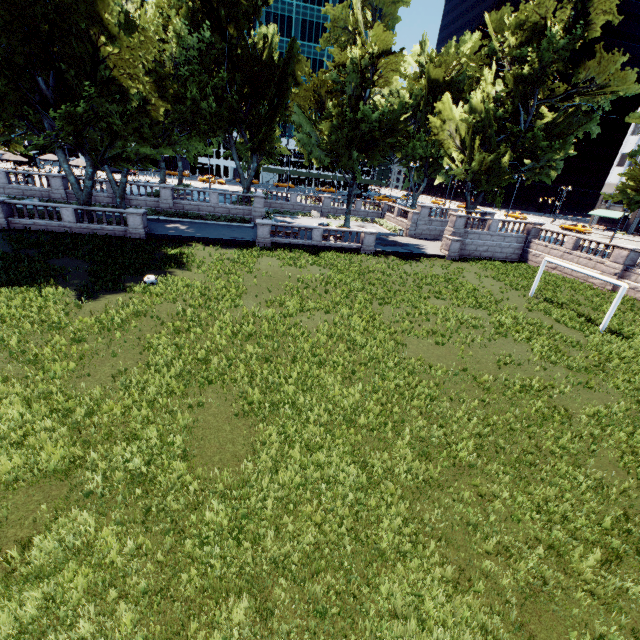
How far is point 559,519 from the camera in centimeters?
762cm

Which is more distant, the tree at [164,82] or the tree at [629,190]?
the tree at [629,190]

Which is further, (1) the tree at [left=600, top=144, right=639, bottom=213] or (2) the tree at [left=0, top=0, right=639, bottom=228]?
(1) the tree at [left=600, top=144, right=639, bottom=213]
